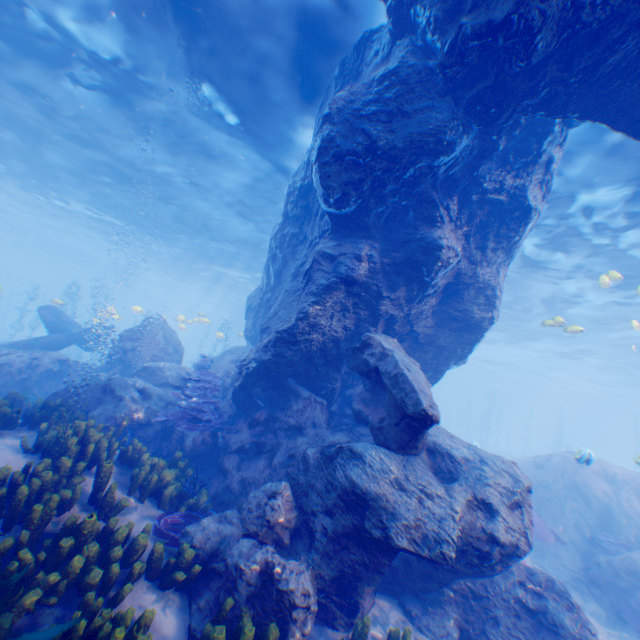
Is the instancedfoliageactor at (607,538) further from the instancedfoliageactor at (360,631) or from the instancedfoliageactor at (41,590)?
the instancedfoliageactor at (41,590)

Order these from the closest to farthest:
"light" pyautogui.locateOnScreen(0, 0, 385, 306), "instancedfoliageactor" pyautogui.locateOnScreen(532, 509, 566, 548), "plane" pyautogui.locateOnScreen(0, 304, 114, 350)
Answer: "light" pyautogui.locateOnScreen(0, 0, 385, 306) < "instancedfoliageactor" pyautogui.locateOnScreen(532, 509, 566, 548) < "plane" pyautogui.locateOnScreen(0, 304, 114, 350)

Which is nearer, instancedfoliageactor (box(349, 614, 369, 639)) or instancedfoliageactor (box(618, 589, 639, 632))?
instancedfoliageactor (box(349, 614, 369, 639))

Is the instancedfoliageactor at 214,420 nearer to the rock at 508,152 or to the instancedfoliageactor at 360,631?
the rock at 508,152

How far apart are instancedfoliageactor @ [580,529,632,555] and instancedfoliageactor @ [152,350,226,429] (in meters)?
13.09

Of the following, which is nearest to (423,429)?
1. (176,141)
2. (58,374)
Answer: (58,374)

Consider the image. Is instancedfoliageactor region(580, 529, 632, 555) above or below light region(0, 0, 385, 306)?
below

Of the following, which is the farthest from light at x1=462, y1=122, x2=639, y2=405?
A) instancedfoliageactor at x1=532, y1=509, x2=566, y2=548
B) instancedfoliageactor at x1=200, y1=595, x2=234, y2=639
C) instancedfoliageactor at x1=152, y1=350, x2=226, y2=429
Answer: instancedfoliageactor at x1=200, y1=595, x2=234, y2=639
